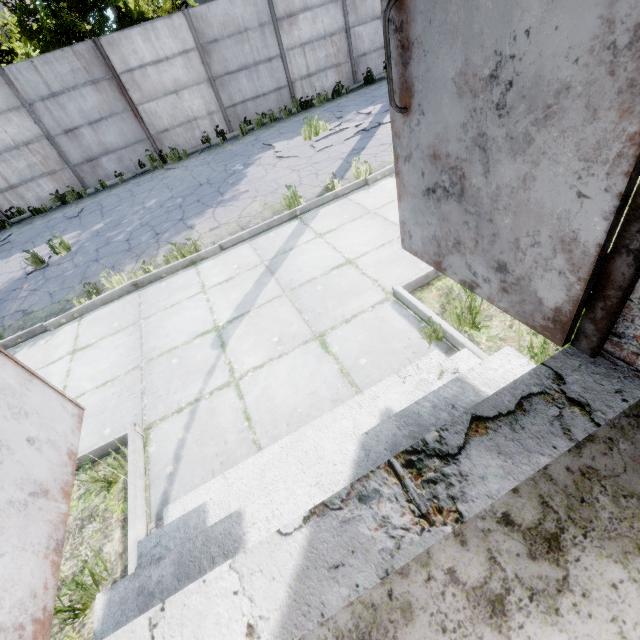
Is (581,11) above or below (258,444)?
above

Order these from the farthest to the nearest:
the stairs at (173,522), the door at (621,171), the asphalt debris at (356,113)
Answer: the asphalt debris at (356,113)
the stairs at (173,522)
the door at (621,171)

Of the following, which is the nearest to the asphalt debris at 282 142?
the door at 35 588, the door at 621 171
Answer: the door at 621 171

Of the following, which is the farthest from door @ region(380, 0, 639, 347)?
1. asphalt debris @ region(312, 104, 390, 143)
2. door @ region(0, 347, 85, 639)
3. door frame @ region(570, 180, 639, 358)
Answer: asphalt debris @ region(312, 104, 390, 143)

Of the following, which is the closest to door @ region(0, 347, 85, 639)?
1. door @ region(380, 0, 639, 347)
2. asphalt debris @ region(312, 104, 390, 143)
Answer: door @ region(380, 0, 639, 347)

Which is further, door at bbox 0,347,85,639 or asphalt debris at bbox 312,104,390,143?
asphalt debris at bbox 312,104,390,143

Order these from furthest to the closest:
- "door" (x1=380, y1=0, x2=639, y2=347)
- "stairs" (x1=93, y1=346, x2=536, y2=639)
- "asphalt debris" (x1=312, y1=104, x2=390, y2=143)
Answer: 1. "asphalt debris" (x1=312, y1=104, x2=390, y2=143)
2. "stairs" (x1=93, y1=346, x2=536, y2=639)
3. "door" (x1=380, y1=0, x2=639, y2=347)

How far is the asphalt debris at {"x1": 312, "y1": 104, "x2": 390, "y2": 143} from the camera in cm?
875
